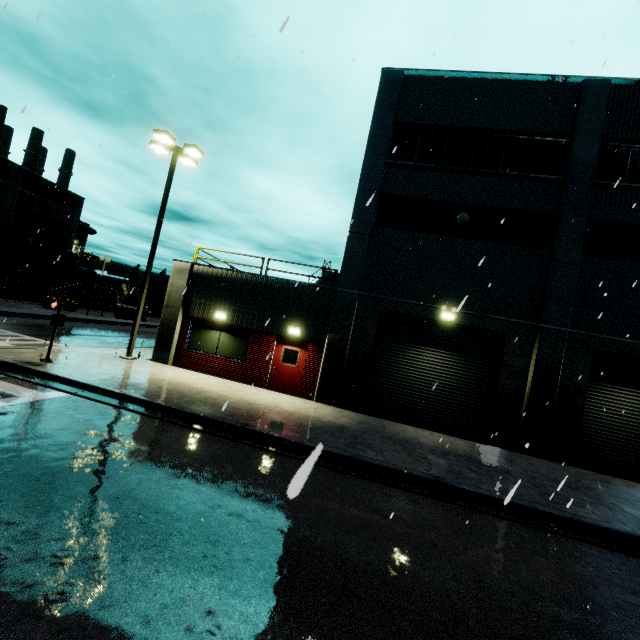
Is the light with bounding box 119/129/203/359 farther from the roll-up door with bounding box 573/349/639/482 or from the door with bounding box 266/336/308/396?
the roll-up door with bounding box 573/349/639/482

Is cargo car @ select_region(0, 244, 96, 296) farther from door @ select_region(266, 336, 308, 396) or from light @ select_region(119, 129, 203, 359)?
door @ select_region(266, 336, 308, 396)

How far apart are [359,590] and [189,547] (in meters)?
2.29

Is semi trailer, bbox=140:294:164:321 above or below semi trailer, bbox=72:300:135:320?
above

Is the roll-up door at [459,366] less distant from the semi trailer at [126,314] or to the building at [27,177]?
the building at [27,177]

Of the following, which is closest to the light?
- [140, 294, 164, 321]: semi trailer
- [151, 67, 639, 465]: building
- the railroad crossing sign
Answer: [151, 67, 639, 465]: building

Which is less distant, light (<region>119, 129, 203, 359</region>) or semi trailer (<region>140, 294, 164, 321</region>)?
light (<region>119, 129, 203, 359</region>)

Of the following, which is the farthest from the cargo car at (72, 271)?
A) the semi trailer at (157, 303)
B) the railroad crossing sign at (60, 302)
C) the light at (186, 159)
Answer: the railroad crossing sign at (60, 302)
